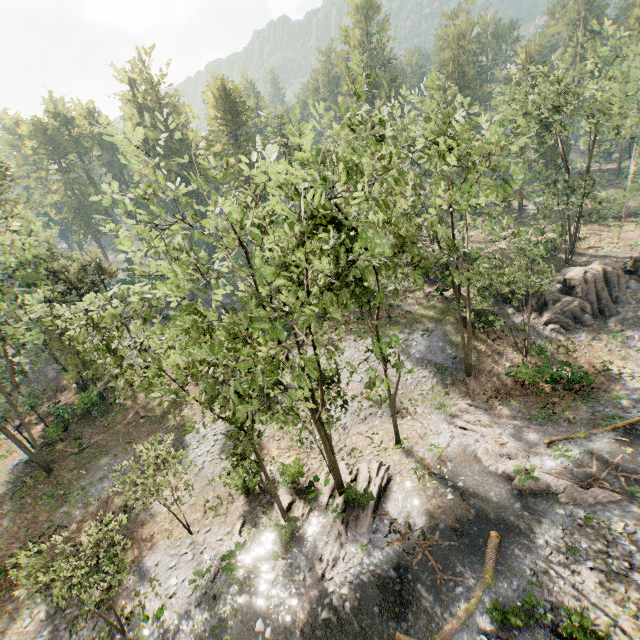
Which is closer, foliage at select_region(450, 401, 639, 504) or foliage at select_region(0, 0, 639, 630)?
foliage at select_region(0, 0, 639, 630)

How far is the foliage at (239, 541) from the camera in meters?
17.5 m

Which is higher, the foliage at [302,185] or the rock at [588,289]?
the foliage at [302,185]

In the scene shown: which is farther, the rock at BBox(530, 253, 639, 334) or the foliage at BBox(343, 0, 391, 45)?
the foliage at BBox(343, 0, 391, 45)

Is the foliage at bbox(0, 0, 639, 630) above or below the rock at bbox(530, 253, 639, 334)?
above

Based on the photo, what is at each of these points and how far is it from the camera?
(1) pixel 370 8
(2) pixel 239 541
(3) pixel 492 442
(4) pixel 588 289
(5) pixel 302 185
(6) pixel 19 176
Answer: (1) foliage, 56.8m
(2) foliage, 17.9m
(3) foliage, 20.3m
(4) rock, 27.8m
(5) foliage, 9.3m
(6) foliage, 37.3m
